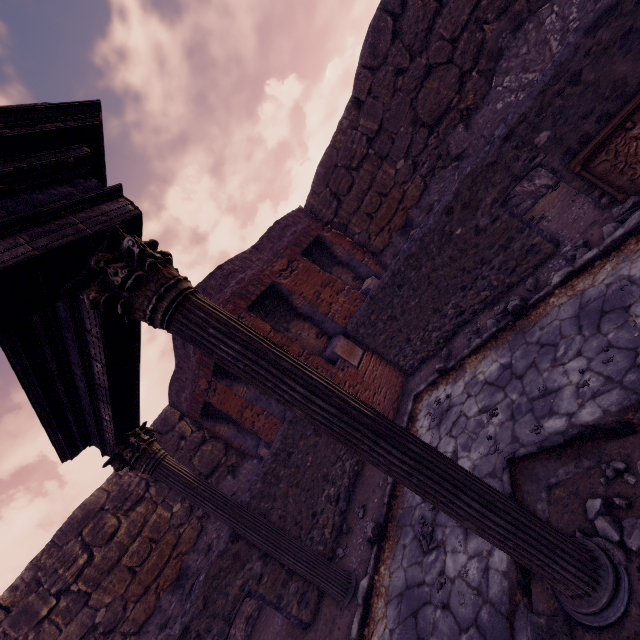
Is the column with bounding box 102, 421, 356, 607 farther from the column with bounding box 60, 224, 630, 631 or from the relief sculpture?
the relief sculpture

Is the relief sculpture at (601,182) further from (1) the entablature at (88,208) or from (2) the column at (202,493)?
(2) the column at (202,493)

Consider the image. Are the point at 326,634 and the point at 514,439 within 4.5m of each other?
yes

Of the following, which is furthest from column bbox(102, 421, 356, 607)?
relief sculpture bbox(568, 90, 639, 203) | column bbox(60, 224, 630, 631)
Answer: relief sculpture bbox(568, 90, 639, 203)

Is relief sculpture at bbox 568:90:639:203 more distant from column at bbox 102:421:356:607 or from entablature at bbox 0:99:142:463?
column at bbox 102:421:356:607

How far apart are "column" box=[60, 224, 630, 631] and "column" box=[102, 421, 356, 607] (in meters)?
2.80

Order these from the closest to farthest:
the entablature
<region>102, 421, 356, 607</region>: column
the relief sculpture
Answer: the entablature, the relief sculpture, <region>102, 421, 356, 607</region>: column

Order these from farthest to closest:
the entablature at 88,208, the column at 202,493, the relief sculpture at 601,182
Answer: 1. the column at 202,493
2. the relief sculpture at 601,182
3. the entablature at 88,208
